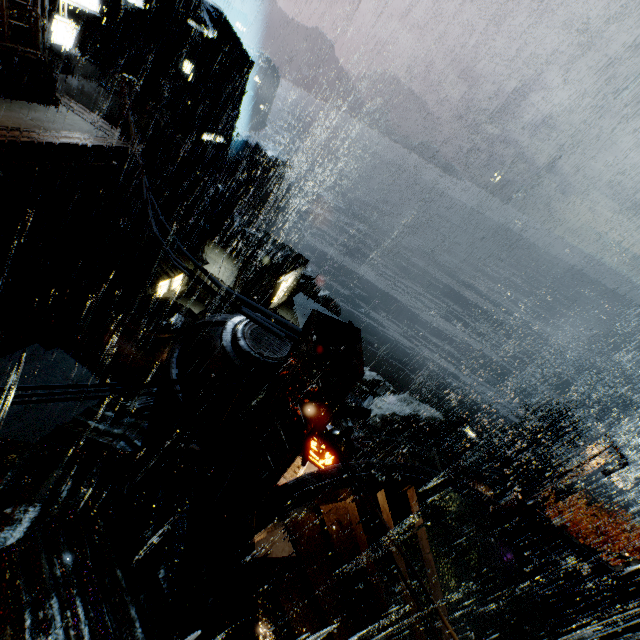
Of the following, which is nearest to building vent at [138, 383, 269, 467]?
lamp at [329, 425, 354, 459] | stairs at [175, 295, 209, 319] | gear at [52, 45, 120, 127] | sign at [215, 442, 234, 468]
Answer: sign at [215, 442, 234, 468]

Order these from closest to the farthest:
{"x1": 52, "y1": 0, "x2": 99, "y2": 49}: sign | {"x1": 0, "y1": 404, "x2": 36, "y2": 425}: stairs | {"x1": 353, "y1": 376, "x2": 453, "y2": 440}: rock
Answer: {"x1": 0, "y1": 404, "x2": 36, "y2": 425}: stairs, {"x1": 52, "y1": 0, "x2": 99, "y2": 49}: sign, {"x1": 353, "y1": 376, "x2": 453, "y2": 440}: rock

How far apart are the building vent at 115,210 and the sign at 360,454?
25.3 meters

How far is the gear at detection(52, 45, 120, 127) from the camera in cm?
2155

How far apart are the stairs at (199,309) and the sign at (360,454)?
20.70m

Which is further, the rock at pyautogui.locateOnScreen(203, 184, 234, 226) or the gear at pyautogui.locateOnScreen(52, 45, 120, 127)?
the rock at pyautogui.locateOnScreen(203, 184, 234, 226)

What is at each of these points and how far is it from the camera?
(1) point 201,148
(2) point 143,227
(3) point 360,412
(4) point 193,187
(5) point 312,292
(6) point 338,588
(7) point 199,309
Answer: (1) building vent, 41.19m
(2) gear, 36.28m
(3) lamp post, 4.23m
(4) gear, 38.94m
(5) rock, 53.97m
(6) building, 10.66m
(7) stairs, 32.31m

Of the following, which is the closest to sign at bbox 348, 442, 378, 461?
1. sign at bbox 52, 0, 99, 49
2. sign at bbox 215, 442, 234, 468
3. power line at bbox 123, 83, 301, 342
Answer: sign at bbox 215, 442, 234, 468
